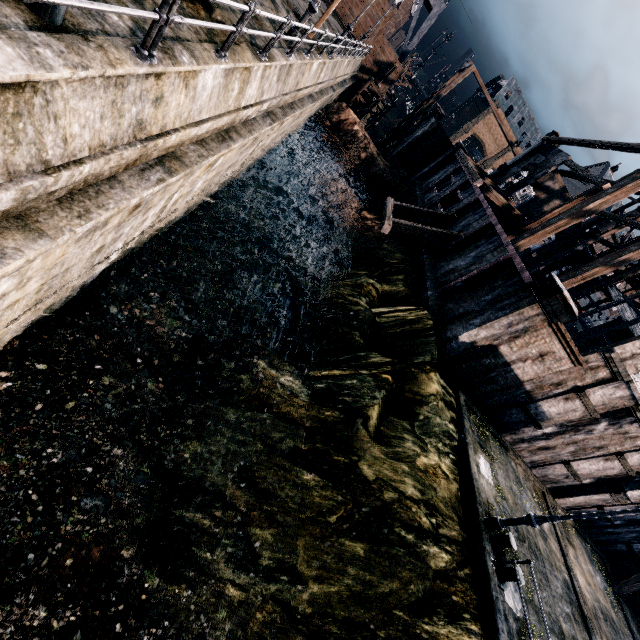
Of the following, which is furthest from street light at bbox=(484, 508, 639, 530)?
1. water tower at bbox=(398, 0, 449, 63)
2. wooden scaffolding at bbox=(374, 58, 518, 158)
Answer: water tower at bbox=(398, 0, 449, 63)

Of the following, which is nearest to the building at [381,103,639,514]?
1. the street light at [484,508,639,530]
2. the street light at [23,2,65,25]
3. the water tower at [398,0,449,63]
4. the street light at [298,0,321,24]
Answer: the street light at [484,508,639,530]

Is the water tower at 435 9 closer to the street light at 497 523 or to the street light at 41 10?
the street light at 41 10

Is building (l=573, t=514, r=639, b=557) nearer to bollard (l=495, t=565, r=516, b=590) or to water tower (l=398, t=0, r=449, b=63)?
bollard (l=495, t=565, r=516, b=590)

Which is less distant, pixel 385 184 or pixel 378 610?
pixel 378 610

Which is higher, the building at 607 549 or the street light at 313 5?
the street light at 313 5

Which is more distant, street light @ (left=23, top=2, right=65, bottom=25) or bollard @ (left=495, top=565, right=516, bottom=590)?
bollard @ (left=495, top=565, right=516, bottom=590)

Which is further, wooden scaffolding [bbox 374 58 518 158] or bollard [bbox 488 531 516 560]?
wooden scaffolding [bbox 374 58 518 158]
